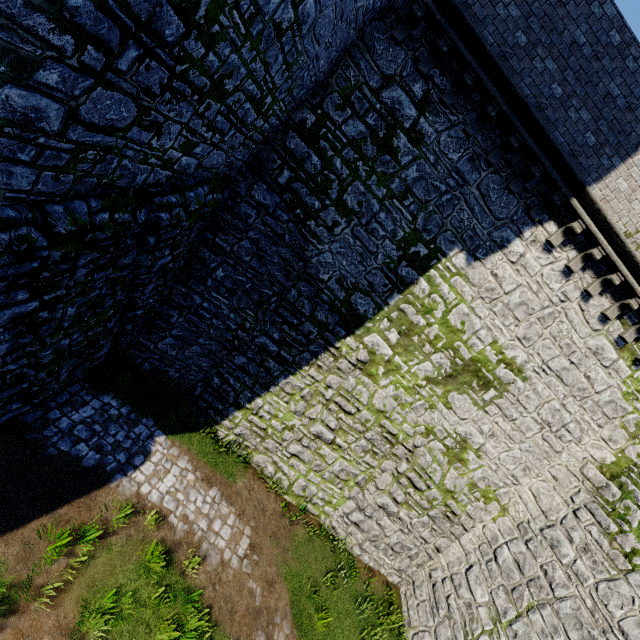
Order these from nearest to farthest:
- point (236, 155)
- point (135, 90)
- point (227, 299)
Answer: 1. point (135, 90)
2. point (236, 155)
3. point (227, 299)
